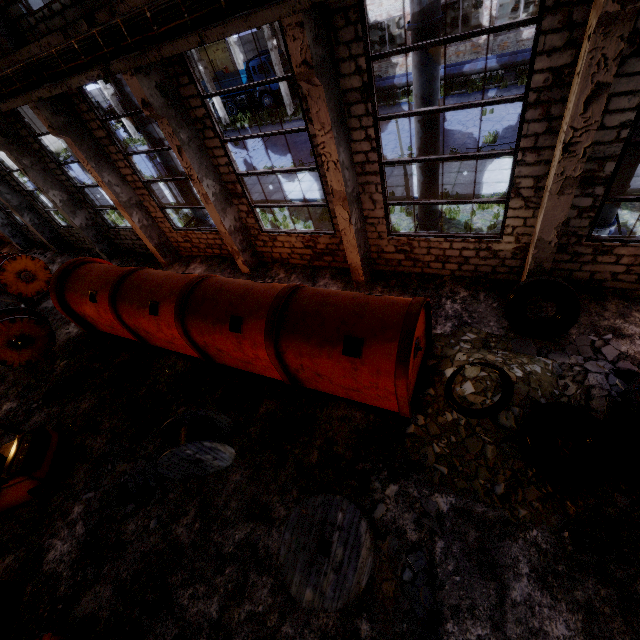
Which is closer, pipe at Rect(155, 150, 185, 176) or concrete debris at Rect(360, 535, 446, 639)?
concrete debris at Rect(360, 535, 446, 639)

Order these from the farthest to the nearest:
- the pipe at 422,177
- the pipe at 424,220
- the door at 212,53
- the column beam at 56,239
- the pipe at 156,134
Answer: the door at 212,53
the column beam at 56,239
the pipe at 156,134
the pipe at 424,220
the pipe at 422,177

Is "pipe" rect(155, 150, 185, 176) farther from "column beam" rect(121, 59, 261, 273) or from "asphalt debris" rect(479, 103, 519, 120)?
"asphalt debris" rect(479, 103, 519, 120)

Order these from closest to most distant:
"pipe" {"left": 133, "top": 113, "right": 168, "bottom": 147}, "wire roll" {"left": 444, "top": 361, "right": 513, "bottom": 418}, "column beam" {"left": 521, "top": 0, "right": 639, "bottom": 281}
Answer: "column beam" {"left": 521, "top": 0, "right": 639, "bottom": 281} < "wire roll" {"left": 444, "top": 361, "right": 513, "bottom": 418} < "pipe" {"left": 133, "top": 113, "right": 168, "bottom": 147}

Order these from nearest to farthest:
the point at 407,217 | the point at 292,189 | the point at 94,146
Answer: the point at 94,146 < the point at 407,217 < the point at 292,189

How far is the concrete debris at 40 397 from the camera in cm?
1028

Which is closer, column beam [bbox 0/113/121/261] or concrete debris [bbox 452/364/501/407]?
concrete debris [bbox 452/364/501/407]

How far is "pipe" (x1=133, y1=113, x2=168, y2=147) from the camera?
10.9m
